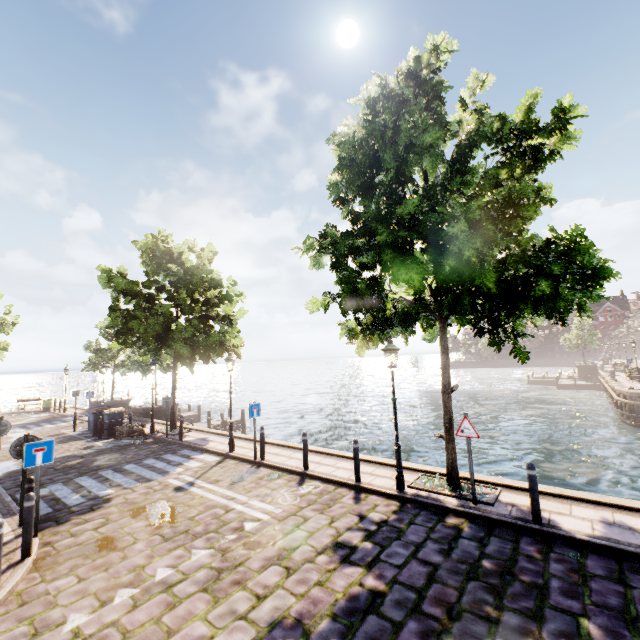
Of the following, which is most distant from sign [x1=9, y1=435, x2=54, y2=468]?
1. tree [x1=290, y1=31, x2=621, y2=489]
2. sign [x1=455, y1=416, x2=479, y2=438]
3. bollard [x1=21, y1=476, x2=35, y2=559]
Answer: sign [x1=455, y1=416, x2=479, y2=438]

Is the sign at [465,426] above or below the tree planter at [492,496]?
above

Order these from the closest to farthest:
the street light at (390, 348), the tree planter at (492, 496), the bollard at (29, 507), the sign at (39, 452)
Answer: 1. the bollard at (29, 507)
2. the sign at (39, 452)
3. the tree planter at (492, 496)
4. the street light at (390, 348)

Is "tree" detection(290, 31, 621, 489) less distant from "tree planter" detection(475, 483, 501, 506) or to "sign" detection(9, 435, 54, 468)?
"tree planter" detection(475, 483, 501, 506)

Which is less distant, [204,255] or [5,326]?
[204,255]

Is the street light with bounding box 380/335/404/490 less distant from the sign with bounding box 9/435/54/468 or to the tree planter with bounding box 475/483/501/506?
the tree planter with bounding box 475/483/501/506

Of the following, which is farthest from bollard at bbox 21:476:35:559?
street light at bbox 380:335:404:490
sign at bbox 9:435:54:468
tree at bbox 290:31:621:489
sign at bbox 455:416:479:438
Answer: sign at bbox 455:416:479:438

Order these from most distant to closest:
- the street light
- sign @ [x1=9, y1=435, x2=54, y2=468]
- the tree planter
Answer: the street light → the tree planter → sign @ [x1=9, y1=435, x2=54, y2=468]
